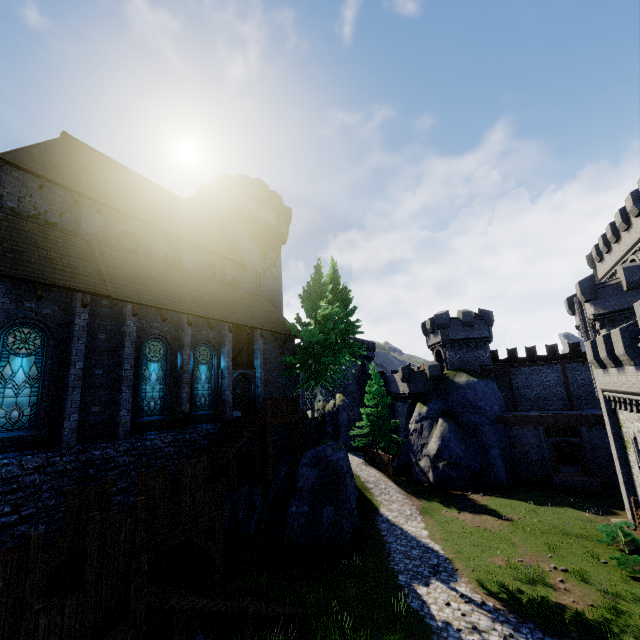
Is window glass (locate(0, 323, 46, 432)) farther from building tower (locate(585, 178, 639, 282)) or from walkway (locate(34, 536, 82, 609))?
building tower (locate(585, 178, 639, 282))

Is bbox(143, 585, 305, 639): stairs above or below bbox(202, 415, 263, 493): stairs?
below

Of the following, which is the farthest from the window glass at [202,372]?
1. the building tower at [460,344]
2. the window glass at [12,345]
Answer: the building tower at [460,344]

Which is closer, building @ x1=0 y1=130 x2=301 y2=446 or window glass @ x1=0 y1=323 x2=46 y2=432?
window glass @ x1=0 y1=323 x2=46 y2=432

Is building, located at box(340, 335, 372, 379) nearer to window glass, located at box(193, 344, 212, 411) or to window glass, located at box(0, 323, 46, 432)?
window glass, located at box(193, 344, 212, 411)

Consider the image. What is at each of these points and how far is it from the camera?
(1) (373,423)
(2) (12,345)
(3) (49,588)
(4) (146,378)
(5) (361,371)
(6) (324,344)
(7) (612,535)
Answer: (1) tree, 34.9m
(2) window glass, 11.2m
(3) walkway, 7.9m
(4) window glass, 15.2m
(5) building, 57.3m
(6) tree, 24.1m
(7) bush, 17.8m

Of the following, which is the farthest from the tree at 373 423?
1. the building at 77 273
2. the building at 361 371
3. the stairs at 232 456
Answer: the stairs at 232 456

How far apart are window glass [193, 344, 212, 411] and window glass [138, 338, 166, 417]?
1.5 meters
